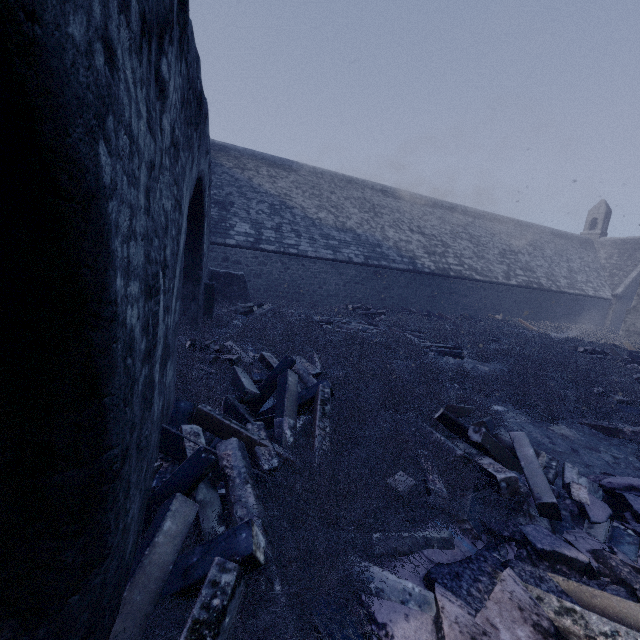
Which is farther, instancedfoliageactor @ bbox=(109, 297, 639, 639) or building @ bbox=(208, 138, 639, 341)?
building @ bbox=(208, 138, 639, 341)

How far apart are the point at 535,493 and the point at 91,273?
4.17m

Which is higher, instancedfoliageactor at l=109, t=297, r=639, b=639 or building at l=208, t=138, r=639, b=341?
building at l=208, t=138, r=639, b=341

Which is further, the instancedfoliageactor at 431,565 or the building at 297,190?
the building at 297,190

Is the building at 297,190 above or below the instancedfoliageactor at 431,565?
above
